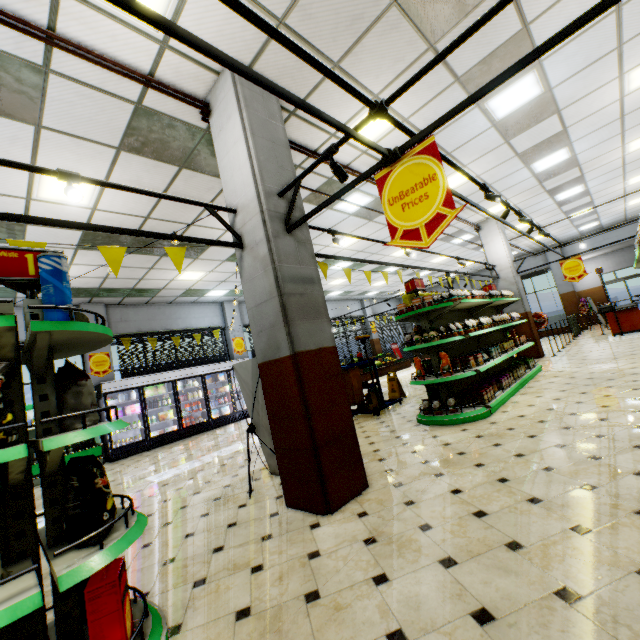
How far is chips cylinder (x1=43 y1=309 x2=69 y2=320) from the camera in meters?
1.8 m

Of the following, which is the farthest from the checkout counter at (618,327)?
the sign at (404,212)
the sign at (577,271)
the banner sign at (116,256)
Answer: the banner sign at (116,256)

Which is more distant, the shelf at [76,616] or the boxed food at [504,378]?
the boxed food at [504,378]

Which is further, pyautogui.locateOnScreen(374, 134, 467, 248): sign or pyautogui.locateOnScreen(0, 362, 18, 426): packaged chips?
pyautogui.locateOnScreen(374, 134, 467, 248): sign

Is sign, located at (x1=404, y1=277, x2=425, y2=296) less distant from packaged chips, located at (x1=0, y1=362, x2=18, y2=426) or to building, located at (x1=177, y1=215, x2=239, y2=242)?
building, located at (x1=177, y1=215, x2=239, y2=242)

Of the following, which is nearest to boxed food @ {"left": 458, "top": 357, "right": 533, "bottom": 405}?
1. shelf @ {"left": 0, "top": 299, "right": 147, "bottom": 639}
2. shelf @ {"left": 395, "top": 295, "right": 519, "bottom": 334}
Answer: shelf @ {"left": 395, "top": 295, "right": 519, "bottom": 334}

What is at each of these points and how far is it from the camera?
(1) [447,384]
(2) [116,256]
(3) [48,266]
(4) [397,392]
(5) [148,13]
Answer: (1) shelf, 5.5m
(2) banner sign, 2.7m
(3) chips cylinder, 1.9m
(4) floor stand, 8.6m
(5) light truss, 1.3m

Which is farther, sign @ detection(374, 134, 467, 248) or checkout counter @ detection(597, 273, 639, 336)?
checkout counter @ detection(597, 273, 639, 336)
